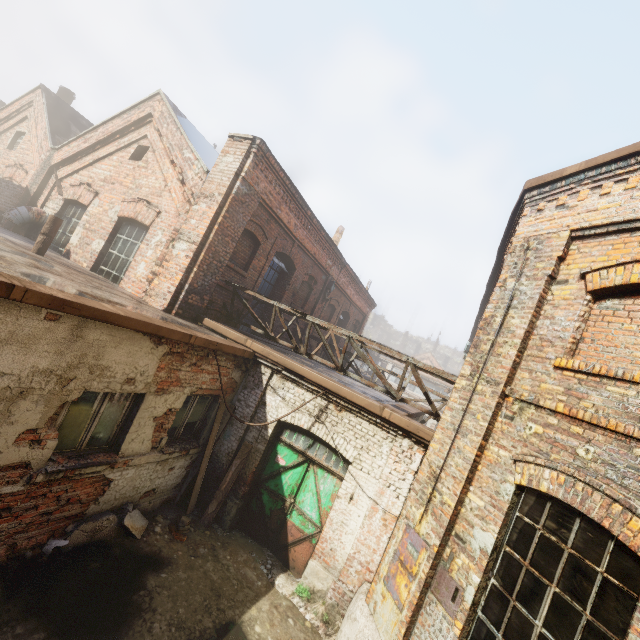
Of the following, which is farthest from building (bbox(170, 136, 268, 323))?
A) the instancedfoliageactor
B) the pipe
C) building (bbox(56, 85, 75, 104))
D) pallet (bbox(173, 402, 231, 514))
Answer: building (bbox(56, 85, 75, 104))

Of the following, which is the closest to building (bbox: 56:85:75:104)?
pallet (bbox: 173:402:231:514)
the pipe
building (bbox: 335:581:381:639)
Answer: the pipe

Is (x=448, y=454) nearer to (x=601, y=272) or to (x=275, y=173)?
(x=601, y=272)

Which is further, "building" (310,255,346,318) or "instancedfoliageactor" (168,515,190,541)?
"building" (310,255,346,318)

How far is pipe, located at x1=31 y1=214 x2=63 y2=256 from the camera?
7.2m

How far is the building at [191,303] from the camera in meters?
7.6

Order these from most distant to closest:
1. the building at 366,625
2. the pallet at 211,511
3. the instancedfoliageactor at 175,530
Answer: the pallet at 211,511
the instancedfoliageactor at 175,530
the building at 366,625

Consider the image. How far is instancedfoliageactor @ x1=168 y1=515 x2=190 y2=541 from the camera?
5.98m
